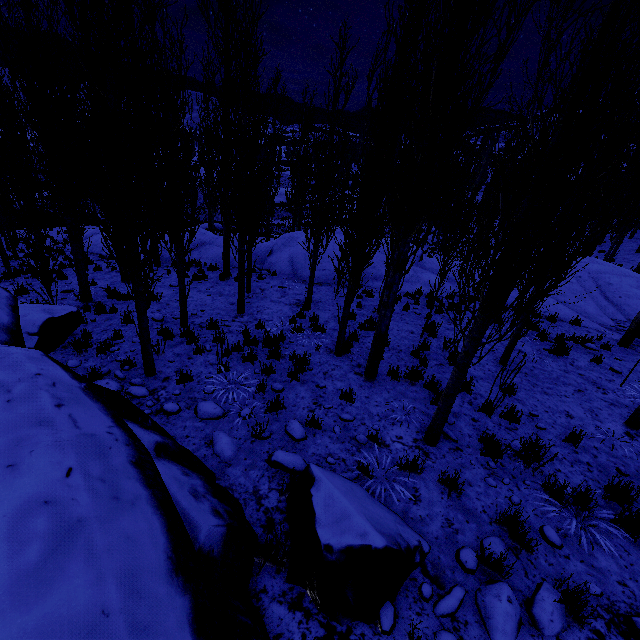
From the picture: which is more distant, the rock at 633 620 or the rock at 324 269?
the rock at 324 269

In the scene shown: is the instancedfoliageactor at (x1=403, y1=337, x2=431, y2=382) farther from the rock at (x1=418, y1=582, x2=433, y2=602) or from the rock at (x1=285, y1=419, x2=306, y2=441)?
the rock at (x1=285, y1=419, x2=306, y2=441)

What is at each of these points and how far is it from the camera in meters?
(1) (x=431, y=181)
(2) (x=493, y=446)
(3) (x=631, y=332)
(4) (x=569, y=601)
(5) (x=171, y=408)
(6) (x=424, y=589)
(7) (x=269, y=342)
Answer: (1) instancedfoliageactor, 9.1 m
(2) instancedfoliageactor, 4.9 m
(3) instancedfoliageactor, 9.9 m
(4) instancedfoliageactor, 3.1 m
(5) rock, 5.4 m
(6) rock, 3.1 m
(7) instancedfoliageactor, 7.9 m

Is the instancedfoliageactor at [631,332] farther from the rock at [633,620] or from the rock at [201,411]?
the rock at [201,411]

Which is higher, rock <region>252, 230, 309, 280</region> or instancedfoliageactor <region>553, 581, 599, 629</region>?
instancedfoliageactor <region>553, 581, 599, 629</region>

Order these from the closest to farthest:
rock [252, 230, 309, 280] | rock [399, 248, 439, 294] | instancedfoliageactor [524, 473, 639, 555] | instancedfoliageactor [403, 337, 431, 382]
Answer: instancedfoliageactor [524, 473, 639, 555]
instancedfoliageactor [403, 337, 431, 382]
rock [399, 248, 439, 294]
rock [252, 230, 309, 280]

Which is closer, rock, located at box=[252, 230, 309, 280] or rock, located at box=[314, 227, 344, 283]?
rock, located at box=[314, 227, 344, 283]

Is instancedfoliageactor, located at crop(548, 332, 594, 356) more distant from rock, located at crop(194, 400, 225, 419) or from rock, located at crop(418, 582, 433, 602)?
rock, located at crop(194, 400, 225, 419)
